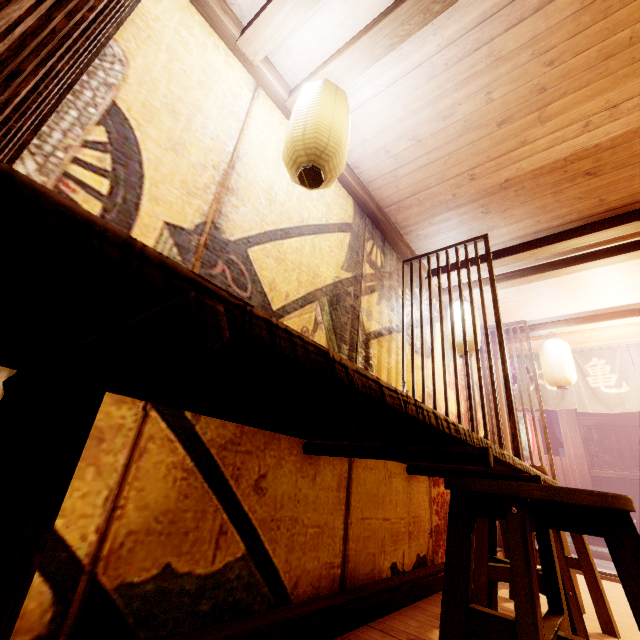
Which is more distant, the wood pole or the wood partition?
the wood pole

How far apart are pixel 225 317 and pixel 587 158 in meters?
5.6 m

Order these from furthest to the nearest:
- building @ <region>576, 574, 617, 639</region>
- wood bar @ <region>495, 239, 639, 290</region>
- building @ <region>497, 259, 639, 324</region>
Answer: building @ <region>497, 259, 639, 324</region>
wood bar @ <region>495, 239, 639, 290</region>
building @ <region>576, 574, 617, 639</region>

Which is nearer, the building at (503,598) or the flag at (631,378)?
the building at (503,598)

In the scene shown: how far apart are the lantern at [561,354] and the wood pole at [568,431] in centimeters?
1023cm

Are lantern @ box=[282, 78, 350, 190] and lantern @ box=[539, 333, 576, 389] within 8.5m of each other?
yes

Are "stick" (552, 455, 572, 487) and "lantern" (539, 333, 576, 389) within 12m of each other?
yes

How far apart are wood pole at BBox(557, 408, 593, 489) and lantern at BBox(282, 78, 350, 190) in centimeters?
1789cm
